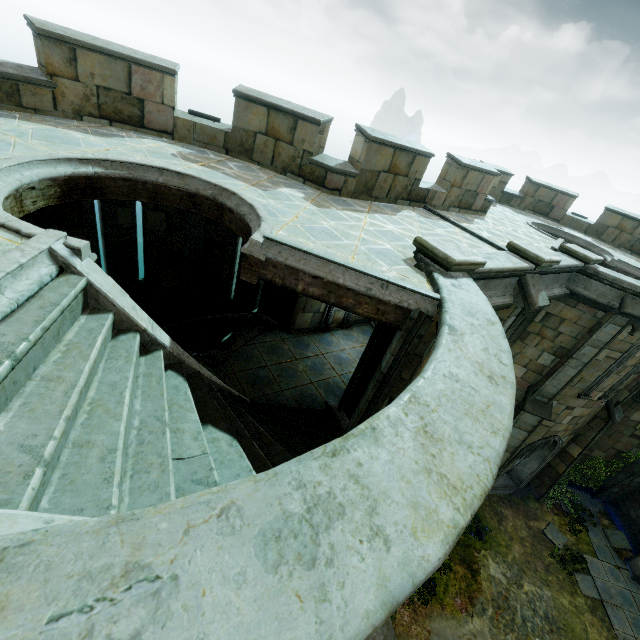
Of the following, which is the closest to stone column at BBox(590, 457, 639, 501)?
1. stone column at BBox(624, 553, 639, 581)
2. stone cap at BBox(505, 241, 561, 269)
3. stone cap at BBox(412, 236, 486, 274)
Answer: stone column at BBox(624, 553, 639, 581)

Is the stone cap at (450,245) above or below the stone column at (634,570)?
above

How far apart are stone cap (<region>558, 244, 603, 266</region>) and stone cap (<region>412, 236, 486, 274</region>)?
5.61m

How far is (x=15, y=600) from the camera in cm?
114

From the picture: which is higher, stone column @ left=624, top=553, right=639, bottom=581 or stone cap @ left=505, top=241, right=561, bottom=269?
stone cap @ left=505, top=241, right=561, bottom=269

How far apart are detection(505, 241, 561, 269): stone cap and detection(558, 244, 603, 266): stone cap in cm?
218

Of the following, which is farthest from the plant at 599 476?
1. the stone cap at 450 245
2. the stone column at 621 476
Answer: the stone cap at 450 245

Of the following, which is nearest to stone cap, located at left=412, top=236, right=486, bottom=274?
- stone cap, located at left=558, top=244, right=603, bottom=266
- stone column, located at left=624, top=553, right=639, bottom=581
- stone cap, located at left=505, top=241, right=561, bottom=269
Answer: stone cap, located at left=505, top=241, right=561, bottom=269
